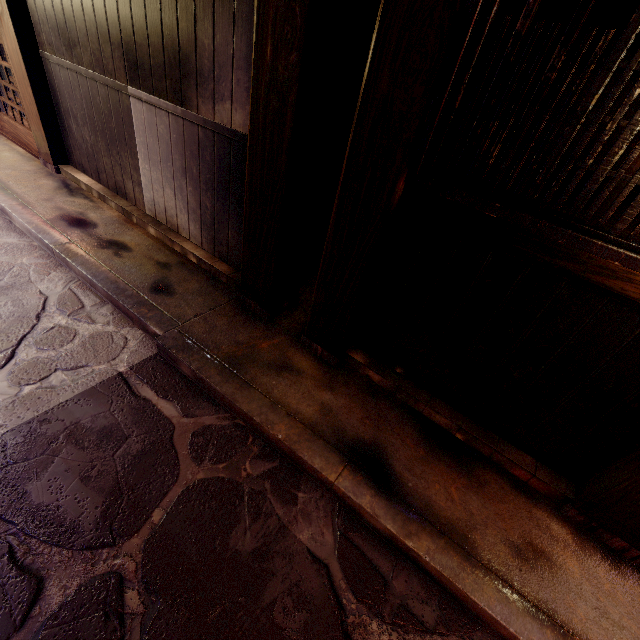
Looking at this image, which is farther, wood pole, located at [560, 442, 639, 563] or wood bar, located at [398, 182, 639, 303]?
wood pole, located at [560, 442, 639, 563]

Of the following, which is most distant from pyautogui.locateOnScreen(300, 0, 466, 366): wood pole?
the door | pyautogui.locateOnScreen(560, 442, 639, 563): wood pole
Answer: the door

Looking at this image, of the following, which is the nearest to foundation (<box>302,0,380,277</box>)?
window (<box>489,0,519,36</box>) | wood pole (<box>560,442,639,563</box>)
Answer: window (<box>489,0,519,36</box>)

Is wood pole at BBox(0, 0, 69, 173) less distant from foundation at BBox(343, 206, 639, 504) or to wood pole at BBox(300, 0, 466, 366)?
wood pole at BBox(300, 0, 466, 366)

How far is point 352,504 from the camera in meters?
3.7 m

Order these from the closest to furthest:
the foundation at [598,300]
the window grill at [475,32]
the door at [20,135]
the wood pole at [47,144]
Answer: the window grill at [475,32] < the foundation at [598,300] < the wood pole at [47,144] < the door at [20,135]

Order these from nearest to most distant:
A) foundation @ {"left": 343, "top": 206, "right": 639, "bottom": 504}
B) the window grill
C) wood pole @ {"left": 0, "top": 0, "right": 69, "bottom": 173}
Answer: the window grill → foundation @ {"left": 343, "top": 206, "right": 639, "bottom": 504} → wood pole @ {"left": 0, "top": 0, "right": 69, "bottom": 173}

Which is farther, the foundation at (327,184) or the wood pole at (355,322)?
the foundation at (327,184)
